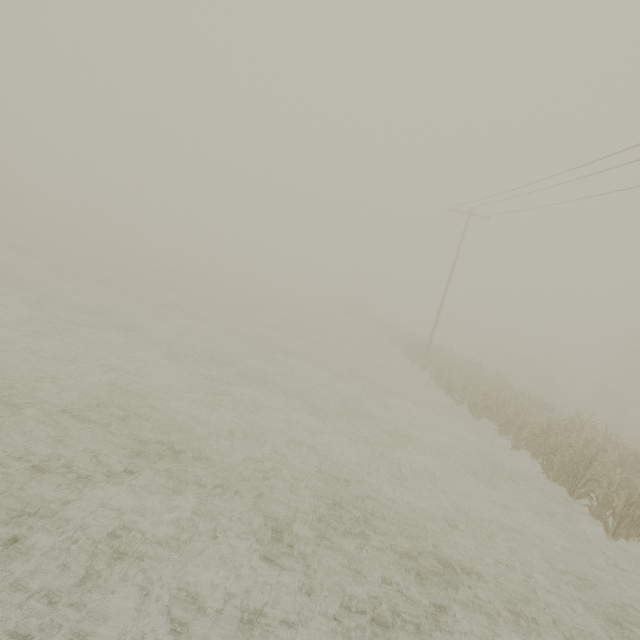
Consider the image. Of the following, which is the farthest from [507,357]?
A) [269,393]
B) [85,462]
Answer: [85,462]

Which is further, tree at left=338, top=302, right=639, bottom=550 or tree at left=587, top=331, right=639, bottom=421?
tree at left=587, top=331, right=639, bottom=421

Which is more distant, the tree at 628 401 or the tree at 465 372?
the tree at 628 401
